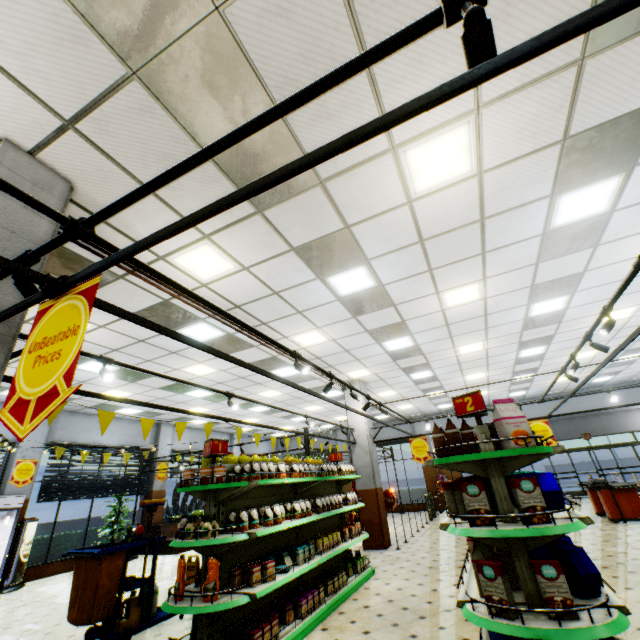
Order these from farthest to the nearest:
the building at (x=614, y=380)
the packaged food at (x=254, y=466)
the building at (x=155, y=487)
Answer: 1. the building at (x=155, y=487)
2. the building at (x=614, y=380)
3. the packaged food at (x=254, y=466)

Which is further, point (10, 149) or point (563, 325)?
point (563, 325)

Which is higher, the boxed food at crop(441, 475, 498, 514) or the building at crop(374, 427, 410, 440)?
the building at crop(374, 427, 410, 440)

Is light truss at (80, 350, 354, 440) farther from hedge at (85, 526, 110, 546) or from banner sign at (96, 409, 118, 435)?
hedge at (85, 526, 110, 546)

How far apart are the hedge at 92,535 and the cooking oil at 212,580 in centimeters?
1053cm

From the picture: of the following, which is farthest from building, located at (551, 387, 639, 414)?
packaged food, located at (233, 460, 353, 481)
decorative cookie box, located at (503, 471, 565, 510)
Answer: packaged food, located at (233, 460, 353, 481)

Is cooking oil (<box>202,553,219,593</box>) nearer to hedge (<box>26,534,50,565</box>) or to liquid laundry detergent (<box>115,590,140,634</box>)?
liquid laundry detergent (<box>115,590,140,634</box>)

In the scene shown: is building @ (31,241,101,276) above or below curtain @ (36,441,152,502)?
above
